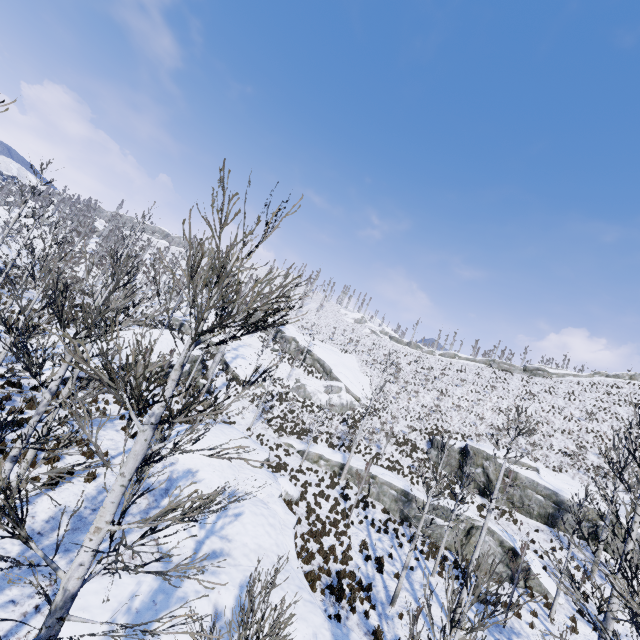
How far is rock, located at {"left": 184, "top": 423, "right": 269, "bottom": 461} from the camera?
17.5m

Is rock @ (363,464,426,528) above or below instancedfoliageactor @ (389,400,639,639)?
below

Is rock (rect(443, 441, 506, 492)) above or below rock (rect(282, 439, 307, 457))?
above

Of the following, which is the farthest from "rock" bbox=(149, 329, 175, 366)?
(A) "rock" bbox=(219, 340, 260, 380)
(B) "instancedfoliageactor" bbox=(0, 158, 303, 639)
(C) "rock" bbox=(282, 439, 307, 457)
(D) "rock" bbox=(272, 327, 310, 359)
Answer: (D) "rock" bbox=(272, 327, 310, 359)

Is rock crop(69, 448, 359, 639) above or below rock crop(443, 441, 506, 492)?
below

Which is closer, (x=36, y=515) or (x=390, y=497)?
(x=36, y=515)

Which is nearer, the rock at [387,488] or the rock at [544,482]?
the rock at [387,488]

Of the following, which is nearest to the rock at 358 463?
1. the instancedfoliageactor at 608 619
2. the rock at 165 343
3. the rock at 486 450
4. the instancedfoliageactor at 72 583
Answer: the instancedfoliageactor at 608 619
